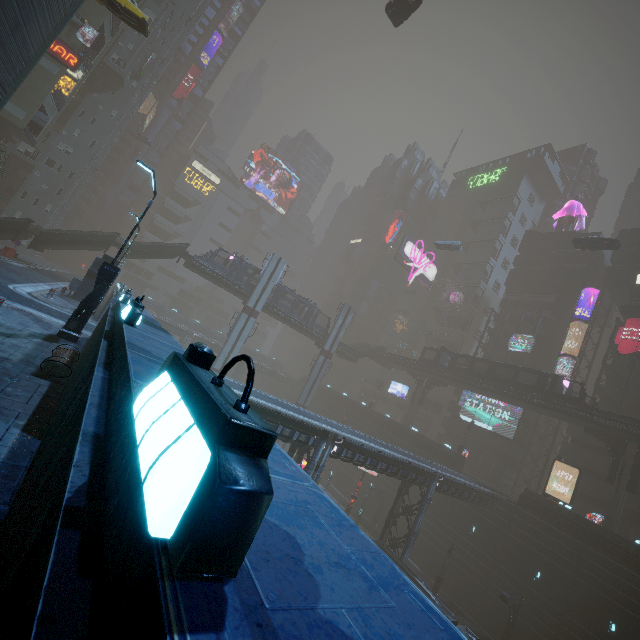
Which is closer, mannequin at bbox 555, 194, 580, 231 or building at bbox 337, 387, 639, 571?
building at bbox 337, 387, 639, 571

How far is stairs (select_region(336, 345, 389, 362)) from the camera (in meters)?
54.89

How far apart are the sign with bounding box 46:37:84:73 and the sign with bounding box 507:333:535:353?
66.68m

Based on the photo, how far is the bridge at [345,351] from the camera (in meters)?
52.47

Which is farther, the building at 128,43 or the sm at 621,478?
the sm at 621,478

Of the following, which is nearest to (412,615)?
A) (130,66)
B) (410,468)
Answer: (410,468)

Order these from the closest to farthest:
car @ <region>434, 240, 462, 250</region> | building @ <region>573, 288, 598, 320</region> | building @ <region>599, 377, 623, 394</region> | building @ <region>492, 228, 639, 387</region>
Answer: building @ <region>599, 377, 623, 394</region> < building @ <region>492, 228, 639, 387</region> < building @ <region>573, 288, 598, 320</region> < car @ <region>434, 240, 462, 250</region>

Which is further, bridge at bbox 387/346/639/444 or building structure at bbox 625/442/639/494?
bridge at bbox 387/346/639/444
